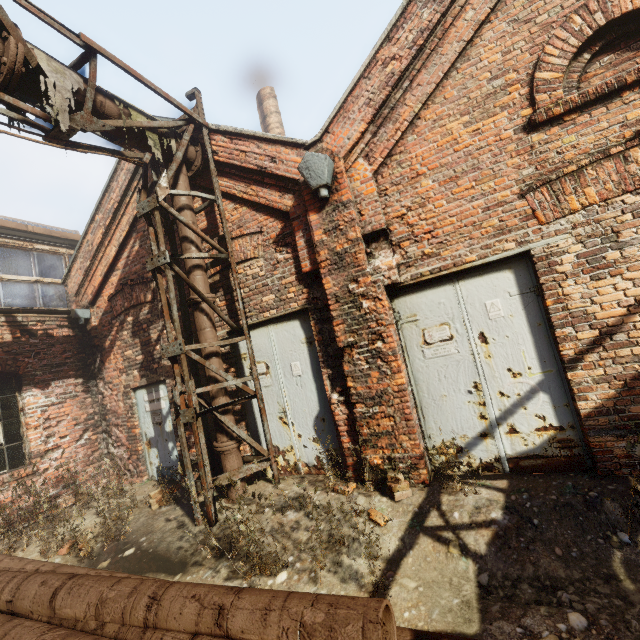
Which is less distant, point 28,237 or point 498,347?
point 498,347

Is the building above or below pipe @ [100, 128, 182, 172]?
above

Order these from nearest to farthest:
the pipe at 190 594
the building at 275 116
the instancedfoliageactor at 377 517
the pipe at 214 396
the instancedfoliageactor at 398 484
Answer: the pipe at 190 594
the instancedfoliageactor at 377 517
the instancedfoliageactor at 398 484
the pipe at 214 396
the building at 275 116

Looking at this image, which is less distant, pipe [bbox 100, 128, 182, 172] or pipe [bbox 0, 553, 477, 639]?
pipe [bbox 0, 553, 477, 639]

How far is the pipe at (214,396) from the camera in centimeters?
503cm

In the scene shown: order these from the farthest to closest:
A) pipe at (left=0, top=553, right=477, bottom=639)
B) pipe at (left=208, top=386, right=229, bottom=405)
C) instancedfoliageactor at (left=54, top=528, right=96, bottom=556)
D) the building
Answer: the building → pipe at (left=208, top=386, right=229, bottom=405) → instancedfoliageactor at (left=54, top=528, right=96, bottom=556) → pipe at (left=0, top=553, right=477, bottom=639)

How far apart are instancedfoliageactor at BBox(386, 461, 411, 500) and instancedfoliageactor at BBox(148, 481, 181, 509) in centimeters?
359cm

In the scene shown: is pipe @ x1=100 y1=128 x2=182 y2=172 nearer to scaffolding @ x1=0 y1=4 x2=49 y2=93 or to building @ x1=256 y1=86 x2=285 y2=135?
scaffolding @ x1=0 y1=4 x2=49 y2=93
